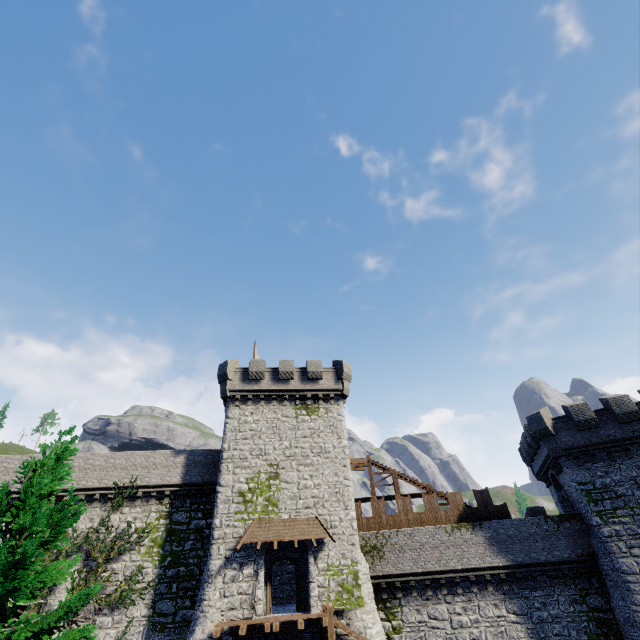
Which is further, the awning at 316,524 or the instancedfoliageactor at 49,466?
the awning at 316,524

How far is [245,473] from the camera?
23.5 meters

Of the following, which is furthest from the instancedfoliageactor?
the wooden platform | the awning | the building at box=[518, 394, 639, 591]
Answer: the building at box=[518, 394, 639, 591]

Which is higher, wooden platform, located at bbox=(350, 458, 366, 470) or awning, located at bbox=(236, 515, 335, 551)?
wooden platform, located at bbox=(350, 458, 366, 470)

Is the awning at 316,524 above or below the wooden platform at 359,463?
below

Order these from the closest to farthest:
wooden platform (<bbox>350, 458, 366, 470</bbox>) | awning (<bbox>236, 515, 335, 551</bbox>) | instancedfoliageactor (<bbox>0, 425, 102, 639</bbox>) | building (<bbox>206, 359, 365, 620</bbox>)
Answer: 1. instancedfoliageactor (<bbox>0, 425, 102, 639</bbox>)
2. building (<bbox>206, 359, 365, 620</bbox>)
3. awning (<bbox>236, 515, 335, 551</bbox>)
4. wooden platform (<bbox>350, 458, 366, 470</bbox>)

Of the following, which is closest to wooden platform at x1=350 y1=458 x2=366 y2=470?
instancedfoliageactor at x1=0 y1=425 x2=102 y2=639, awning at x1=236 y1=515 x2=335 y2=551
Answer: awning at x1=236 y1=515 x2=335 y2=551

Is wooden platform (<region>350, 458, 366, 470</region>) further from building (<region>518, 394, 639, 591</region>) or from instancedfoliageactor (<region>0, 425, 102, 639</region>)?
instancedfoliageactor (<region>0, 425, 102, 639</region>)
